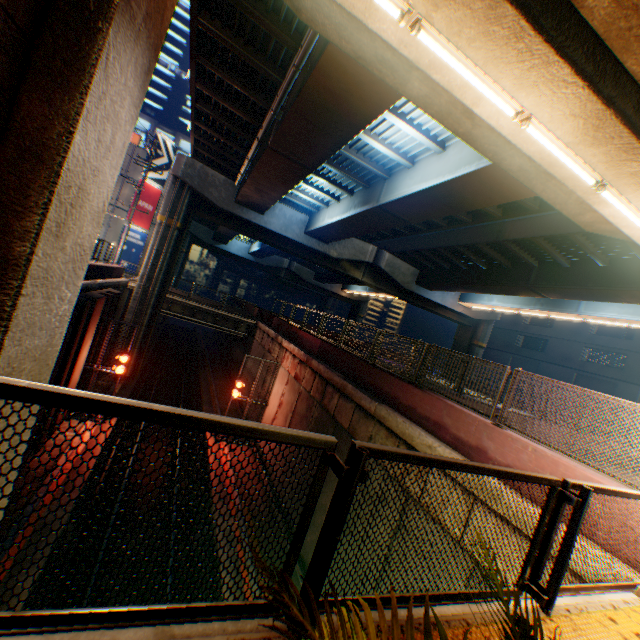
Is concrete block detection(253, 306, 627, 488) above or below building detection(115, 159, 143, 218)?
below

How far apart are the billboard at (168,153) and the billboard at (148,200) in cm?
17

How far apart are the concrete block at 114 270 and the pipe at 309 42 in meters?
8.7

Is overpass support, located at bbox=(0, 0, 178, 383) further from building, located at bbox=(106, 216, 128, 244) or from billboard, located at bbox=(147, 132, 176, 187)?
billboard, located at bbox=(147, 132, 176, 187)

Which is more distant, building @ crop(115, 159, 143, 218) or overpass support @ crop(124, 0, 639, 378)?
building @ crop(115, 159, 143, 218)

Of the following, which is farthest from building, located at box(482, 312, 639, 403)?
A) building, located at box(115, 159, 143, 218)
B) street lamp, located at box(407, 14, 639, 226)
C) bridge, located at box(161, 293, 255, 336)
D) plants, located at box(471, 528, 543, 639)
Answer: building, located at box(115, 159, 143, 218)

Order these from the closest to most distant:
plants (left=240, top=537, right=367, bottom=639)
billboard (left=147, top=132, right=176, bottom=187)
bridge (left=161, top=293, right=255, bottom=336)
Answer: plants (left=240, top=537, right=367, bottom=639)
bridge (left=161, top=293, right=255, bottom=336)
billboard (left=147, top=132, right=176, bottom=187)

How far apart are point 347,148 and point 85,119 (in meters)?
12.97
